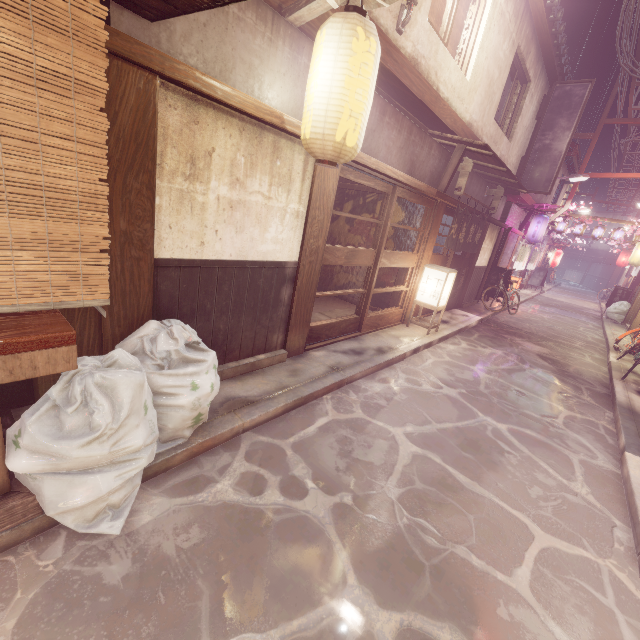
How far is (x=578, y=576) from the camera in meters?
4.6 m

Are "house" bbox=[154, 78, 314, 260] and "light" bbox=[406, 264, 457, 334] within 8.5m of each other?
yes

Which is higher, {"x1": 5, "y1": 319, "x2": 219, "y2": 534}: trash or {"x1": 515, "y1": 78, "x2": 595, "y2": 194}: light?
{"x1": 515, "y1": 78, "x2": 595, "y2": 194}: light

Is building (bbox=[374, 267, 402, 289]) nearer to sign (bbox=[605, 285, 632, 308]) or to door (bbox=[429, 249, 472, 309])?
door (bbox=[429, 249, 472, 309])

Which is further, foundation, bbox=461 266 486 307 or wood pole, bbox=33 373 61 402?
foundation, bbox=461 266 486 307

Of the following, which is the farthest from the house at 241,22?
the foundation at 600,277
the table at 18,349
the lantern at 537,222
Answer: the foundation at 600,277

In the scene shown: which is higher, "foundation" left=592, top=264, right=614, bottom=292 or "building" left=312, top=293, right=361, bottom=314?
"foundation" left=592, top=264, right=614, bottom=292

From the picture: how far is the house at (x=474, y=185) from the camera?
15.2m
